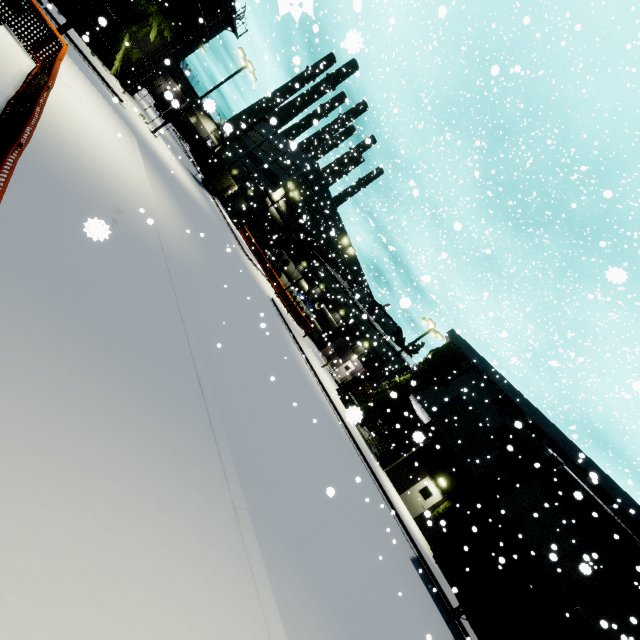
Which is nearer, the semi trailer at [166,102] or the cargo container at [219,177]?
the semi trailer at [166,102]

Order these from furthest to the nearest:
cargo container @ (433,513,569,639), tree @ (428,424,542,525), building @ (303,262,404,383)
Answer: building @ (303,262,404,383) → tree @ (428,424,542,525) → cargo container @ (433,513,569,639)

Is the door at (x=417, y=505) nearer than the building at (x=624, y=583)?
No

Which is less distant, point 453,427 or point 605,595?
point 605,595

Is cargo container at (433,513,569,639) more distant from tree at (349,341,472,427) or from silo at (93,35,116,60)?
tree at (349,341,472,427)

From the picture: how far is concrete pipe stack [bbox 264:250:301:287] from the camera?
40.7m

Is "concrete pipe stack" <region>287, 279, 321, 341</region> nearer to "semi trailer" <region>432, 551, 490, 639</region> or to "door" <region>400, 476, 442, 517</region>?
"door" <region>400, 476, 442, 517</region>

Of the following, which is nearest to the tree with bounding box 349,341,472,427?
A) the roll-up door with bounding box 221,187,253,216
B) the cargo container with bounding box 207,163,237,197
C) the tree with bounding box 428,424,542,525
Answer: the cargo container with bounding box 207,163,237,197
